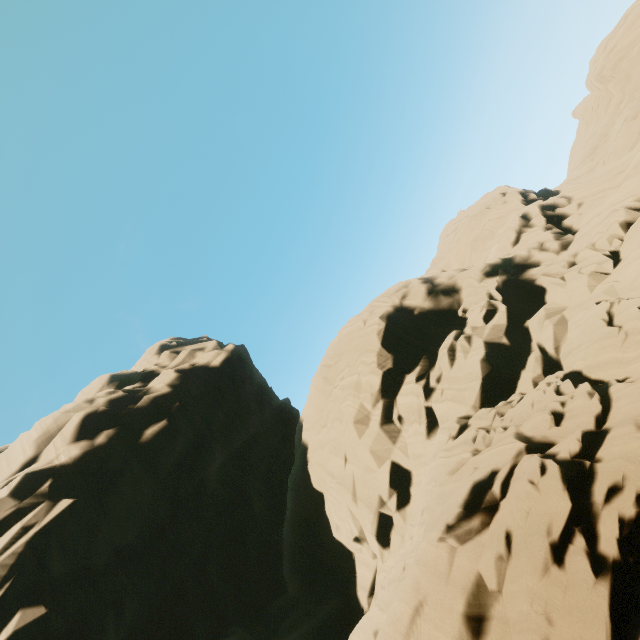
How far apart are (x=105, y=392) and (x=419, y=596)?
30.2 meters
